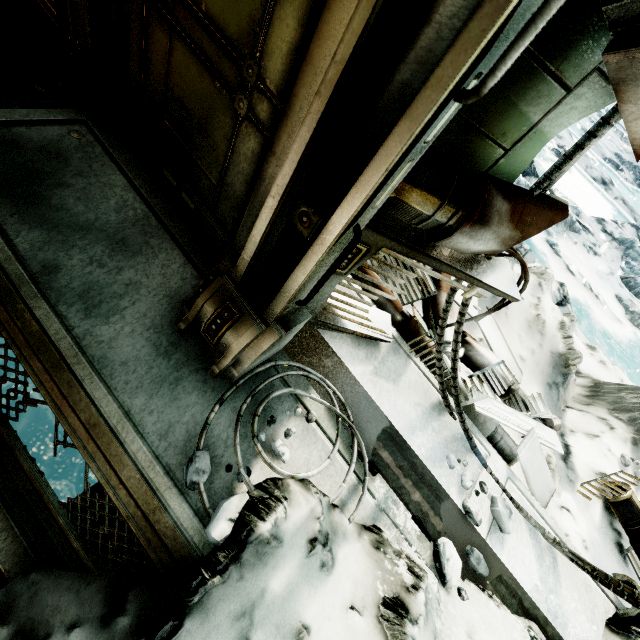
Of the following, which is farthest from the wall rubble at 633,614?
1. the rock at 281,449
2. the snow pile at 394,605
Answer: the rock at 281,449

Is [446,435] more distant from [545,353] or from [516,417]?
[545,353]

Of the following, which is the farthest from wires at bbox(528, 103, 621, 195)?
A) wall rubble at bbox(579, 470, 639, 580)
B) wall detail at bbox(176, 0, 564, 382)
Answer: wall rubble at bbox(579, 470, 639, 580)

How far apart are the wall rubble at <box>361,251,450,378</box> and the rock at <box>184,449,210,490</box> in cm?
160

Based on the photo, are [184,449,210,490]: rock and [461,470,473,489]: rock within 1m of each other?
no

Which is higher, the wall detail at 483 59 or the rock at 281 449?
the wall detail at 483 59

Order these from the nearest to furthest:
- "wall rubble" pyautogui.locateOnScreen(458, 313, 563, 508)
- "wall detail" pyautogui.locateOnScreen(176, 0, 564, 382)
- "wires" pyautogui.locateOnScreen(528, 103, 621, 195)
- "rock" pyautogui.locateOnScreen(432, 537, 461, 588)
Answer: "wall detail" pyautogui.locateOnScreen(176, 0, 564, 382), "wires" pyautogui.locateOnScreen(528, 103, 621, 195), "rock" pyautogui.locateOnScreen(432, 537, 461, 588), "wall rubble" pyautogui.locateOnScreen(458, 313, 563, 508)

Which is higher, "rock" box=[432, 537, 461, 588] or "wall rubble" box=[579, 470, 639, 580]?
"rock" box=[432, 537, 461, 588]
